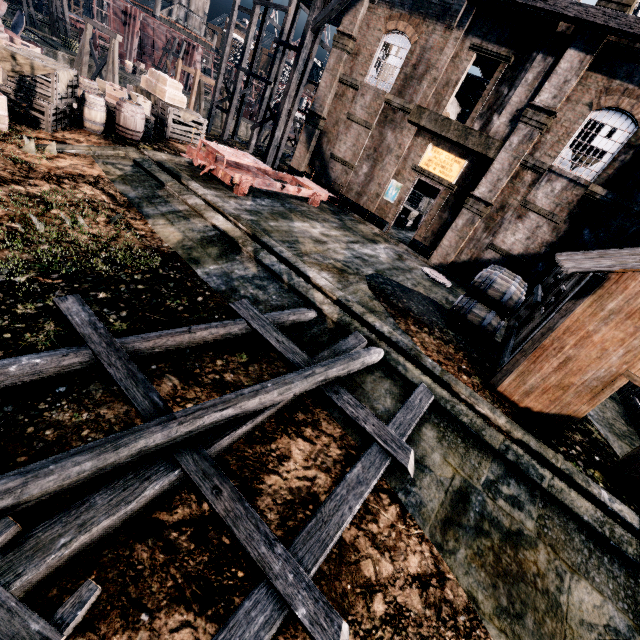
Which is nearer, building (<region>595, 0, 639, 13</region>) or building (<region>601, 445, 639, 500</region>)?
building (<region>601, 445, 639, 500</region>)

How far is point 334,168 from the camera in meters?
22.1

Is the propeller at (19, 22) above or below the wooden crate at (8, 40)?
below

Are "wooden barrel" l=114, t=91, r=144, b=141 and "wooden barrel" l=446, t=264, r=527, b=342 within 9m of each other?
no

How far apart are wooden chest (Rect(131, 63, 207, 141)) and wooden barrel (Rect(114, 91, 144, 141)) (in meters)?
3.49

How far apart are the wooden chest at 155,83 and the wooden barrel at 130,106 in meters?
3.5 m

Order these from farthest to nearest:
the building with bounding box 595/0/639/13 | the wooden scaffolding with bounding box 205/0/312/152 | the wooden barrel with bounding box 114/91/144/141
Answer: the wooden scaffolding with bounding box 205/0/312/152
the wooden barrel with bounding box 114/91/144/141
the building with bounding box 595/0/639/13

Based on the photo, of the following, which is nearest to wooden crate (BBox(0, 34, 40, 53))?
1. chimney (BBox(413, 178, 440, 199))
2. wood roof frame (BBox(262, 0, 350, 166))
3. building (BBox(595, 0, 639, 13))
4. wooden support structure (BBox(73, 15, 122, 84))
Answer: wood roof frame (BBox(262, 0, 350, 166))
